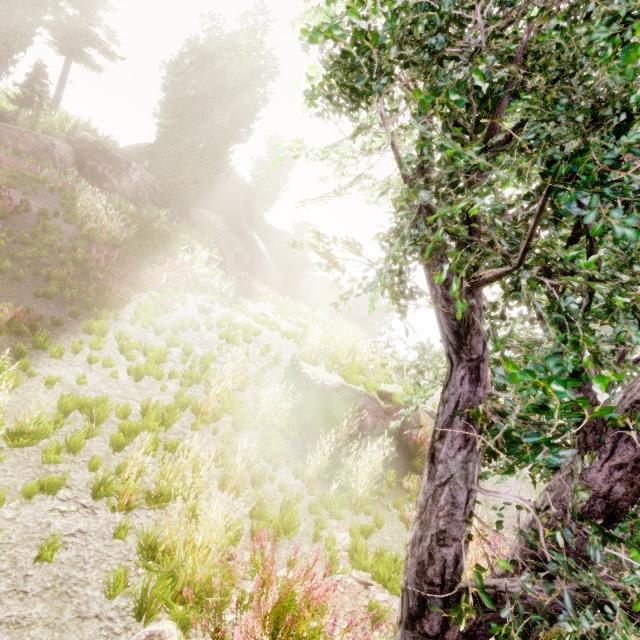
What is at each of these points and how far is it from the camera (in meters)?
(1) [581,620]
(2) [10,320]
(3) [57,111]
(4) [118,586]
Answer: (1) instancedfoliageactor, 1.39
(2) instancedfoliageactor, 5.78
(3) instancedfoliageactor, 20.28
(4) instancedfoliageactor, 2.92

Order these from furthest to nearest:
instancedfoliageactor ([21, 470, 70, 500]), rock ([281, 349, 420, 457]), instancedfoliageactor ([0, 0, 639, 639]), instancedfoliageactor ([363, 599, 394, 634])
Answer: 1. rock ([281, 349, 420, 457])
2. instancedfoliageactor ([21, 470, 70, 500])
3. instancedfoliageactor ([363, 599, 394, 634])
4. instancedfoliageactor ([0, 0, 639, 639])

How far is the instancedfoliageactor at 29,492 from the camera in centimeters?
332cm

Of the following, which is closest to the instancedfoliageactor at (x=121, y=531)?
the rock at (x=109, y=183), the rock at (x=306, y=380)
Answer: the rock at (x=109, y=183)

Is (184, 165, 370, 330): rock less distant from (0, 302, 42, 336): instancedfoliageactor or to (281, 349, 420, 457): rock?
(0, 302, 42, 336): instancedfoliageactor

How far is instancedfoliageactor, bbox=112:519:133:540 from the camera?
3.3 meters

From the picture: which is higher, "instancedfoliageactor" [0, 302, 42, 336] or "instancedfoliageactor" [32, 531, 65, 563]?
"instancedfoliageactor" [0, 302, 42, 336]

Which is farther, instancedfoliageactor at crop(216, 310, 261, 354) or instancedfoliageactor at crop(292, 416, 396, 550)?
instancedfoliageactor at crop(216, 310, 261, 354)
